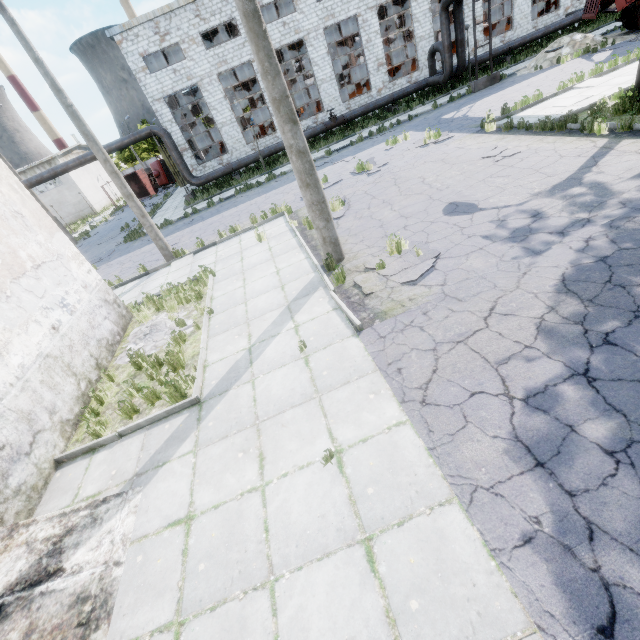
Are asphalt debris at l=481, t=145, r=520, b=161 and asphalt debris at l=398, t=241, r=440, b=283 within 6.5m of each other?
yes

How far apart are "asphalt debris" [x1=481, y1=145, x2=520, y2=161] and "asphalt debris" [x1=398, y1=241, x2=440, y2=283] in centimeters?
491cm

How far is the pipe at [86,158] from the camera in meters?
21.9 m

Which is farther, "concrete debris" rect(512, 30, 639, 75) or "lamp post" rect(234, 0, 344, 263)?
"concrete debris" rect(512, 30, 639, 75)

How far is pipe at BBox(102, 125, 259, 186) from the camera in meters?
22.0

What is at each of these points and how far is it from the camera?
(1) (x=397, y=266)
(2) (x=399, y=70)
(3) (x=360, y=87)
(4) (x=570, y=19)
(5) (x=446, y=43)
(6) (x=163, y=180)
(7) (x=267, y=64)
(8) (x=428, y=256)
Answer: (1) asphalt debris, 6.9m
(2) cable machine, 30.8m
(3) cable machine, 30.1m
(4) pipe, 24.6m
(5) pipe, 21.2m
(6) truck, 41.1m
(7) lamp post, 5.8m
(8) asphalt debris, 6.8m

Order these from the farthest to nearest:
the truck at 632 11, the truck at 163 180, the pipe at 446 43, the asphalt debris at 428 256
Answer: the truck at 163 180
the pipe at 446 43
the truck at 632 11
the asphalt debris at 428 256

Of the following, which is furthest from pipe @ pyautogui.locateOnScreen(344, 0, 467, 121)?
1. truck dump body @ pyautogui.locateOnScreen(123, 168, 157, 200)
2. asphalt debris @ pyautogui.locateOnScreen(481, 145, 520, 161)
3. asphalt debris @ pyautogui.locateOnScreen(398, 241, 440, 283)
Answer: truck dump body @ pyautogui.locateOnScreen(123, 168, 157, 200)
